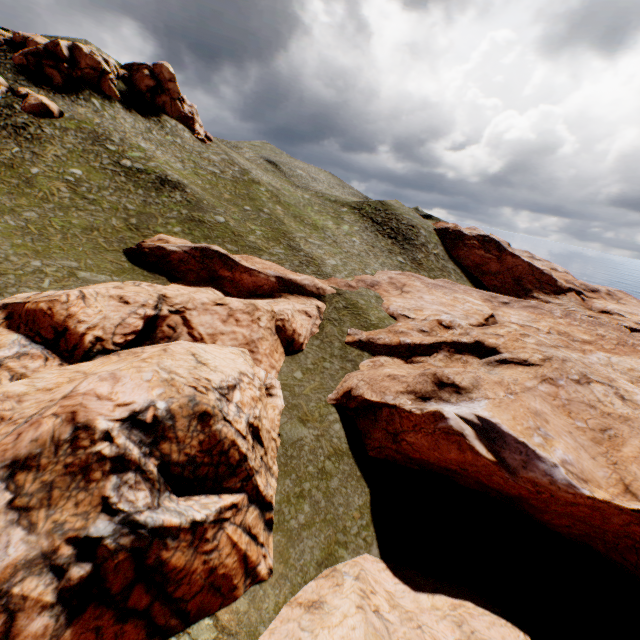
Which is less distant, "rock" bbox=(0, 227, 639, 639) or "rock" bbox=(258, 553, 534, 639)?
"rock" bbox=(0, 227, 639, 639)

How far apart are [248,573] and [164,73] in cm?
6501

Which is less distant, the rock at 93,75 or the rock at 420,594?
the rock at 420,594

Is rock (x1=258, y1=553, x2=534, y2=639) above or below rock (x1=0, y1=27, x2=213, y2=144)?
below

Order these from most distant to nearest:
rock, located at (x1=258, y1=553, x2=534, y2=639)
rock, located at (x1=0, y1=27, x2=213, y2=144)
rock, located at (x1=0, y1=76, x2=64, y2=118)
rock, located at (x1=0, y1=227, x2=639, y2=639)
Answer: rock, located at (x1=0, y1=27, x2=213, y2=144) → rock, located at (x1=0, y1=76, x2=64, y2=118) → rock, located at (x1=258, y1=553, x2=534, y2=639) → rock, located at (x1=0, y1=227, x2=639, y2=639)

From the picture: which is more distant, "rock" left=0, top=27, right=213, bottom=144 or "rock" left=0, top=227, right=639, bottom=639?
"rock" left=0, top=27, right=213, bottom=144

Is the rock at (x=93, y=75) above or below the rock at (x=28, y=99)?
above
